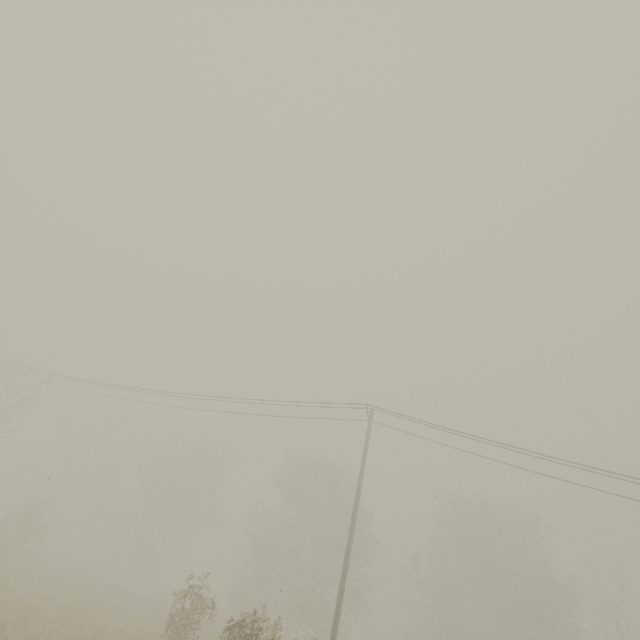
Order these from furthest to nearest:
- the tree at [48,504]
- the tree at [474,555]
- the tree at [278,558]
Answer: the tree at [48,504] → the tree at [474,555] → the tree at [278,558]

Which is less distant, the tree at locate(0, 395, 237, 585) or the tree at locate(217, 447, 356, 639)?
the tree at locate(217, 447, 356, 639)

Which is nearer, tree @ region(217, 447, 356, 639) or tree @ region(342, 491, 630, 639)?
tree @ region(217, 447, 356, 639)

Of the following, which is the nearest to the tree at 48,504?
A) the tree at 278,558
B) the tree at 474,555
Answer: the tree at 278,558

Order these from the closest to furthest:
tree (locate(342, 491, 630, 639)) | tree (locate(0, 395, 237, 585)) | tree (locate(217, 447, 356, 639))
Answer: tree (locate(217, 447, 356, 639)) < tree (locate(342, 491, 630, 639)) < tree (locate(0, 395, 237, 585))

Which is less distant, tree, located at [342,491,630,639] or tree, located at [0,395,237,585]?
tree, located at [342,491,630,639]

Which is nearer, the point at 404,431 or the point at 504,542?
the point at 404,431

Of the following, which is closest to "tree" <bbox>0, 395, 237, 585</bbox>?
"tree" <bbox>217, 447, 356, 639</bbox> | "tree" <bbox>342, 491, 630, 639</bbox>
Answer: "tree" <bbox>217, 447, 356, 639</bbox>
